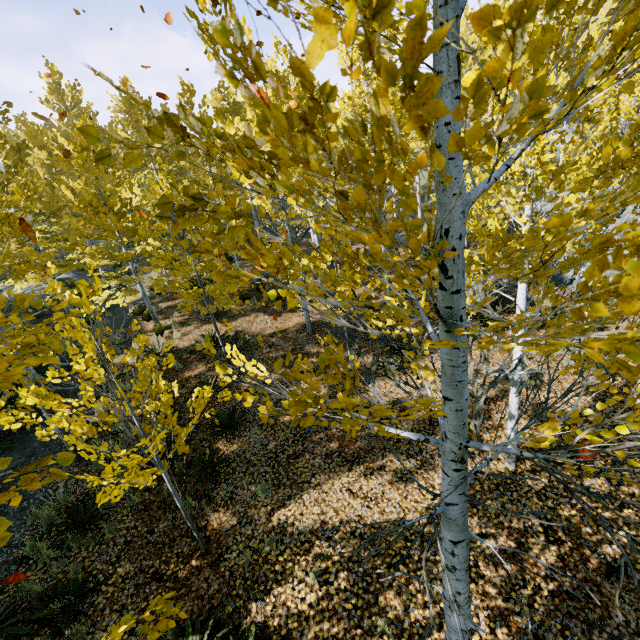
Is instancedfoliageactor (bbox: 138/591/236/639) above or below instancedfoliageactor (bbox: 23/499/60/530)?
below

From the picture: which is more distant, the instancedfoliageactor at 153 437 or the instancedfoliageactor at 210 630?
the instancedfoliageactor at 210 630

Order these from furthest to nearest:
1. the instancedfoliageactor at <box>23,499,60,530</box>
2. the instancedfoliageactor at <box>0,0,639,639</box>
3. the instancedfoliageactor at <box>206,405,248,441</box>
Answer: the instancedfoliageactor at <box>206,405,248,441</box>, the instancedfoliageactor at <box>23,499,60,530</box>, the instancedfoliageactor at <box>0,0,639,639</box>

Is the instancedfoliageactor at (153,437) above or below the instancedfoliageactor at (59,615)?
above

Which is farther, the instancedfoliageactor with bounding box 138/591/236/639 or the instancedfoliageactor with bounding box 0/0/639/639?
the instancedfoliageactor with bounding box 138/591/236/639

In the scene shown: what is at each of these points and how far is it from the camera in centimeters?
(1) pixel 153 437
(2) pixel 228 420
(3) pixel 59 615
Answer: (1) instancedfoliageactor, 460cm
(2) instancedfoliageactor, 807cm
(3) instancedfoliageactor, 480cm
